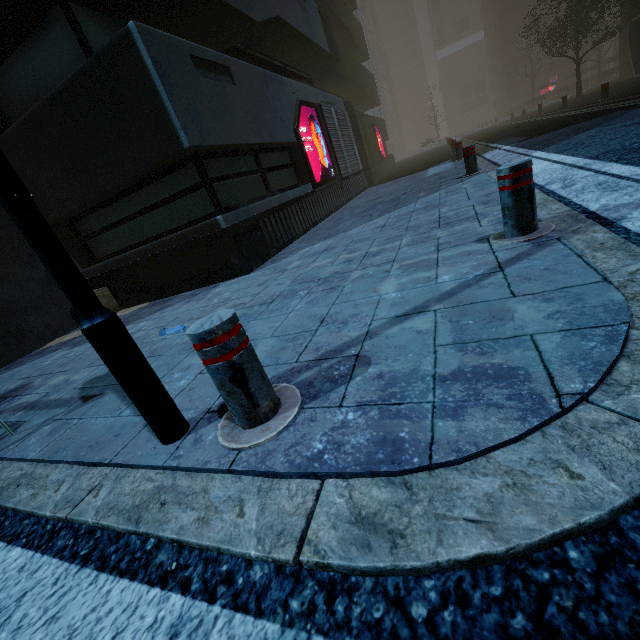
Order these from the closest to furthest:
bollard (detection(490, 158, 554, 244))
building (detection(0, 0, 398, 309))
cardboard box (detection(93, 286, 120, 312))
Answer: bollard (detection(490, 158, 554, 244)) < building (detection(0, 0, 398, 309)) < cardboard box (detection(93, 286, 120, 312))

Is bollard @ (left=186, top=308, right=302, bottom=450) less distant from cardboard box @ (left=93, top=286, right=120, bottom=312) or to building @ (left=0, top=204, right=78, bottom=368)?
building @ (left=0, top=204, right=78, bottom=368)

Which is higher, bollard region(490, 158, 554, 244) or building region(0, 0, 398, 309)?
building region(0, 0, 398, 309)

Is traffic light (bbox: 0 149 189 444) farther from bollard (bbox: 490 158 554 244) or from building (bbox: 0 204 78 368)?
building (bbox: 0 204 78 368)

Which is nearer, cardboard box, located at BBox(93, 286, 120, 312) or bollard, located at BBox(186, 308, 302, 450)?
bollard, located at BBox(186, 308, 302, 450)

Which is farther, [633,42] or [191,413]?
[633,42]

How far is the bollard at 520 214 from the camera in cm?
237

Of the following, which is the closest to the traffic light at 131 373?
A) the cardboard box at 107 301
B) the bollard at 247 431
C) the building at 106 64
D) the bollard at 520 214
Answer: the bollard at 247 431
